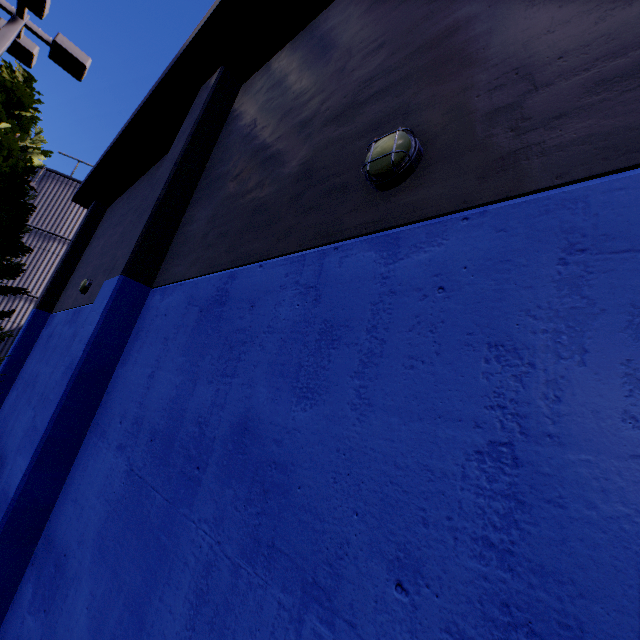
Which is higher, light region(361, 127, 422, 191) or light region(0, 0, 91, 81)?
light region(0, 0, 91, 81)

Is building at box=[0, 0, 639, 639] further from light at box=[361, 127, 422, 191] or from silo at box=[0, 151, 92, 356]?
silo at box=[0, 151, 92, 356]

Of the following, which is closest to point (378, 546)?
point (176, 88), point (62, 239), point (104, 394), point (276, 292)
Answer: point (276, 292)

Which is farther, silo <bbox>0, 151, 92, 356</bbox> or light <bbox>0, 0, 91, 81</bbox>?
silo <bbox>0, 151, 92, 356</bbox>

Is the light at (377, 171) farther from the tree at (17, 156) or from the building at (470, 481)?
the tree at (17, 156)

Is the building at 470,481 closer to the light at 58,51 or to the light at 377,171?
the light at 377,171

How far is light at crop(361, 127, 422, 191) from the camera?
2.4 meters

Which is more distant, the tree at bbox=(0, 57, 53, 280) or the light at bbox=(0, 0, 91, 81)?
the tree at bbox=(0, 57, 53, 280)
